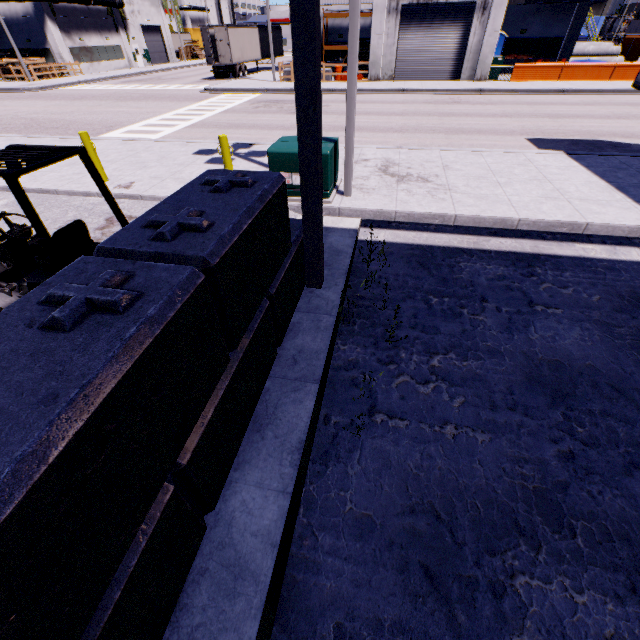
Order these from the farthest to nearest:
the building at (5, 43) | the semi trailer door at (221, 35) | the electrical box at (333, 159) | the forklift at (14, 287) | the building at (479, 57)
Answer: the building at (5, 43) → the semi trailer door at (221, 35) → the building at (479, 57) → the electrical box at (333, 159) → the forklift at (14, 287)

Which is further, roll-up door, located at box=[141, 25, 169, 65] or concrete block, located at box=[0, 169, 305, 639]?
roll-up door, located at box=[141, 25, 169, 65]

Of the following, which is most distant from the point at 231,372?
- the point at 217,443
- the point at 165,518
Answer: the point at 165,518

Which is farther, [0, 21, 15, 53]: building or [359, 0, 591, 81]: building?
[0, 21, 15, 53]: building

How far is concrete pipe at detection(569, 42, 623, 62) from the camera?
30.1m

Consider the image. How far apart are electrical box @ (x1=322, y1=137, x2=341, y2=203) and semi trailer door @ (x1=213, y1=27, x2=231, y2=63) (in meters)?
30.55

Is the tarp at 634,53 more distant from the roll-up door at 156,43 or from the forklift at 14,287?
the forklift at 14,287

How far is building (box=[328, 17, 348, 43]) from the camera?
29.7 meters
